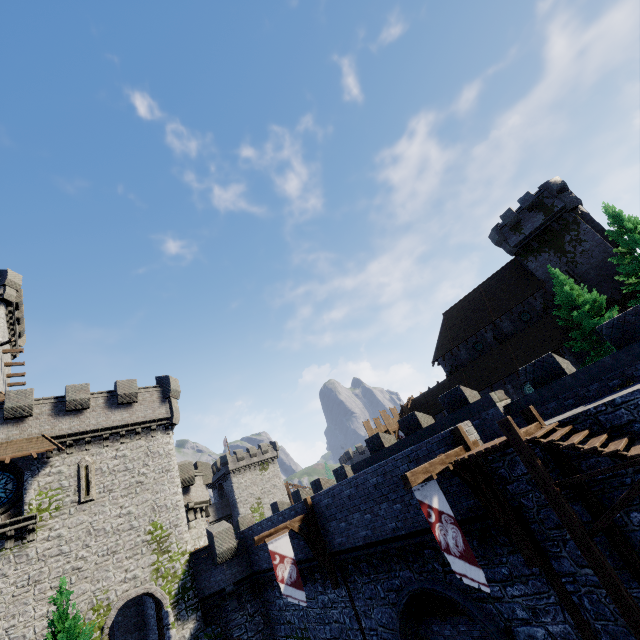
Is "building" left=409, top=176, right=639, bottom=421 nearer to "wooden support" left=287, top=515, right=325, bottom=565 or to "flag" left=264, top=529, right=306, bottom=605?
"wooden support" left=287, top=515, right=325, bottom=565

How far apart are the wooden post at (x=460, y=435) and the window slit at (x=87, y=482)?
22.12m

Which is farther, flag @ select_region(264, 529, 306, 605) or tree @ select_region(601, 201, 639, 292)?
tree @ select_region(601, 201, 639, 292)

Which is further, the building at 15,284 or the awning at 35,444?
the building at 15,284

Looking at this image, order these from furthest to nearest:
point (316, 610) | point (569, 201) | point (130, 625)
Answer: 1. point (569, 201)
2. point (130, 625)
3. point (316, 610)

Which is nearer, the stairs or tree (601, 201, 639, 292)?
the stairs

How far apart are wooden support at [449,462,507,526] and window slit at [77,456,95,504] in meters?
21.9

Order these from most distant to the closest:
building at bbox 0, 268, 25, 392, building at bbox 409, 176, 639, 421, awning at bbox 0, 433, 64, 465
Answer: building at bbox 409, 176, 639, 421, building at bbox 0, 268, 25, 392, awning at bbox 0, 433, 64, 465
